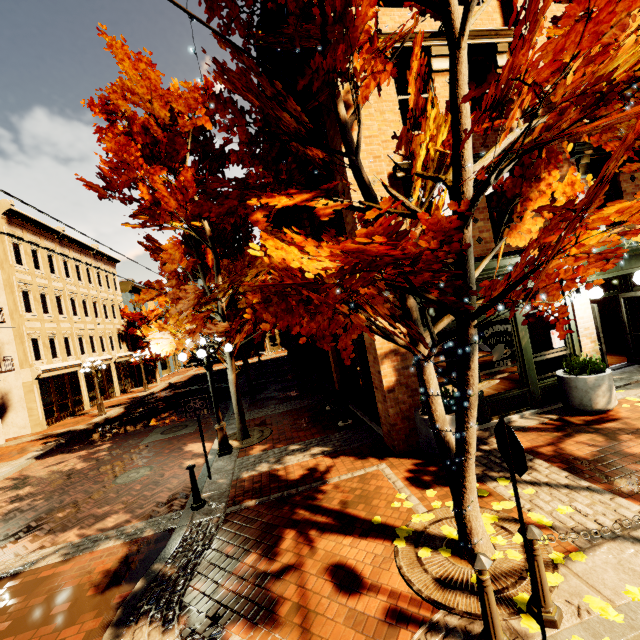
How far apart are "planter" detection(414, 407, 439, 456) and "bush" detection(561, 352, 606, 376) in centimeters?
281cm

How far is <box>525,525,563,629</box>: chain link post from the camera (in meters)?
3.01

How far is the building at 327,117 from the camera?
7.3m

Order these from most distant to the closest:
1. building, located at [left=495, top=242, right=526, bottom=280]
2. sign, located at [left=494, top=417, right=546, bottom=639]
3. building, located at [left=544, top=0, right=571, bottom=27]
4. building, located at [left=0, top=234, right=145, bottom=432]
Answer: building, located at [left=0, top=234, right=145, bottom=432] < building, located at [left=544, top=0, right=571, bottom=27] < building, located at [left=495, top=242, right=526, bottom=280] < sign, located at [left=494, top=417, right=546, bottom=639]

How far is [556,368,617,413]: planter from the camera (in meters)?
7.02

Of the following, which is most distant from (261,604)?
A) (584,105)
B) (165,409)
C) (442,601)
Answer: (165,409)

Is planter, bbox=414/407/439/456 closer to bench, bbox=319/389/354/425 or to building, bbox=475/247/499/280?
building, bbox=475/247/499/280

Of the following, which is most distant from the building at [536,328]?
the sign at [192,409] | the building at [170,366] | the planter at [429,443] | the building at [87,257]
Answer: the building at [87,257]
